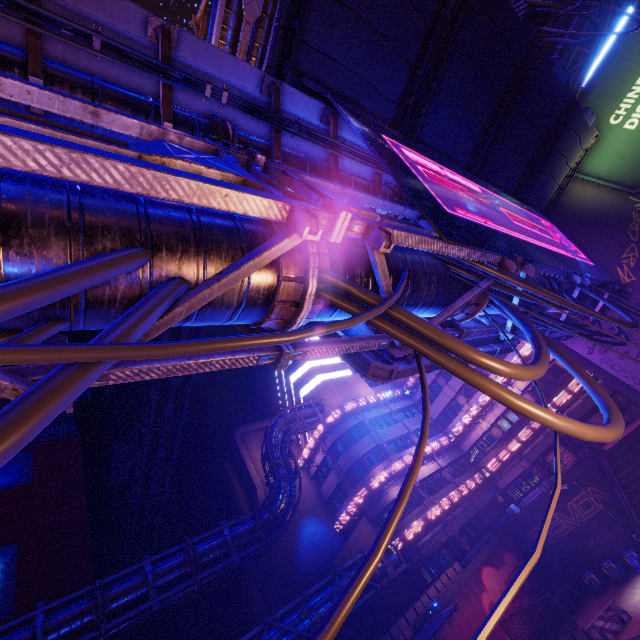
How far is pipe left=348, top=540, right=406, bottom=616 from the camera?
19.8 meters

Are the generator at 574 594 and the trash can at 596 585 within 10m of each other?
yes

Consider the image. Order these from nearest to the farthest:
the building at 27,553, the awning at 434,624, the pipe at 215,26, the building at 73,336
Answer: the pipe at 215,26
the awning at 434,624
the building at 27,553
the building at 73,336

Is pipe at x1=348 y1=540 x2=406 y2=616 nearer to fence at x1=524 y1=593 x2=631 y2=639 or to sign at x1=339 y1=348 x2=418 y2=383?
fence at x1=524 y1=593 x2=631 y2=639

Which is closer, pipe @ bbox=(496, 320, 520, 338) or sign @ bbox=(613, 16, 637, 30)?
pipe @ bbox=(496, 320, 520, 338)

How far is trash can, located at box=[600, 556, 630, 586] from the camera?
21.8 meters

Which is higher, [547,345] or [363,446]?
[363,446]

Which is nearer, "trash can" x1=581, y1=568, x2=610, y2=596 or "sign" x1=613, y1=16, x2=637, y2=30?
"sign" x1=613, y1=16, x2=637, y2=30
